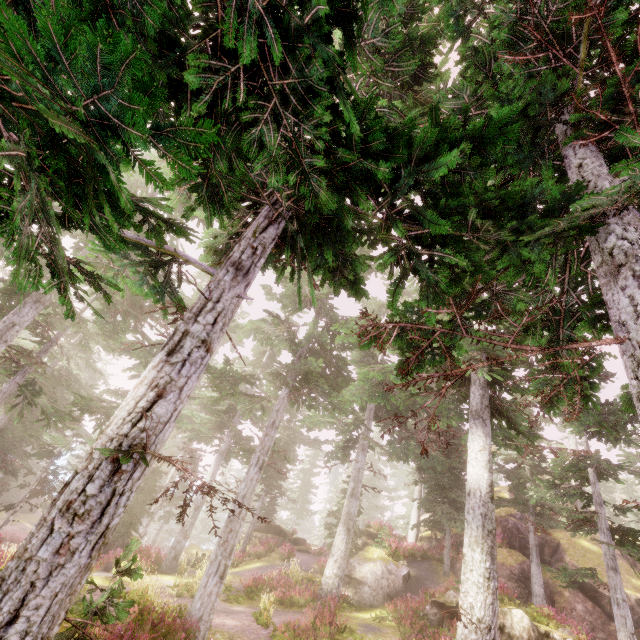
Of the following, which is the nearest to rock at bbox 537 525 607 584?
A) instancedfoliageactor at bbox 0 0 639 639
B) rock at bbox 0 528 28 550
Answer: instancedfoliageactor at bbox 0 0 639 639

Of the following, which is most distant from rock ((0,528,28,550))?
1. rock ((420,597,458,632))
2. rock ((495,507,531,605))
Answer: rock ((420,597,458,632))

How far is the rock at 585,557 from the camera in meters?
20.9

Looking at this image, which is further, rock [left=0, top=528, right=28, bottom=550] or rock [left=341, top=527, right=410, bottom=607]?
rock [left=0, top=528, right=28, bottom=550]

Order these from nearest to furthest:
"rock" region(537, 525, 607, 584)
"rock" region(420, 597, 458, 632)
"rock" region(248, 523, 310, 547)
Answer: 1. "rock" region(420, 597, 458, 632)
2. "rock" region(537, 525, 607, 584)
3. "rock" region(248, 523, 310, 547)

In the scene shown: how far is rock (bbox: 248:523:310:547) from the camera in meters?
26.0 m

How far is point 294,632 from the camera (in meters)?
11.76

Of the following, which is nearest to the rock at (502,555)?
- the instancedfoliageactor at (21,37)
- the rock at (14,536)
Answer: the instancedfoliageactor at (21,37)
